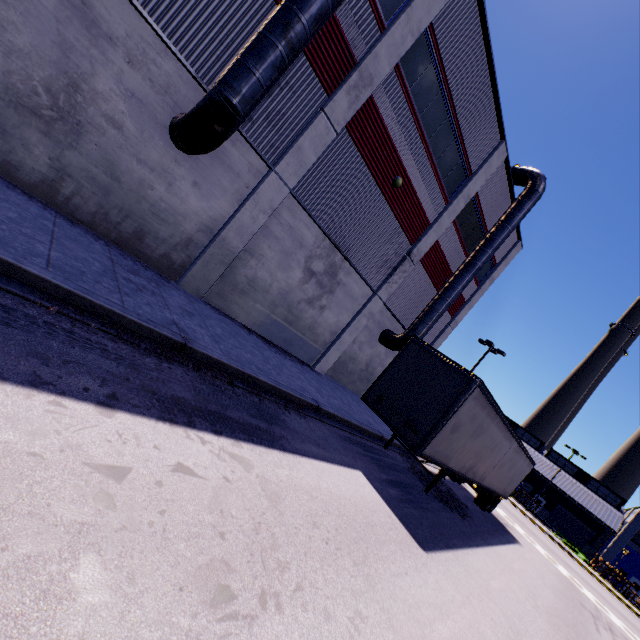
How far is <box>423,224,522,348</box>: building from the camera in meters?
21.2

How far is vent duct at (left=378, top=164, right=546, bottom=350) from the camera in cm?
1702

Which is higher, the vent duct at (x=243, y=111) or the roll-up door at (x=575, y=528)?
the vent duct at (x=243, y=111)

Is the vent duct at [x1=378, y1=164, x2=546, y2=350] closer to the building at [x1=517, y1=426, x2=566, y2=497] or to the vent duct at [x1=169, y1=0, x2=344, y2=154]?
the building at [x1=517, y1=426, x2=566, y2=497]

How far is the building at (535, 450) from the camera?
50.28m

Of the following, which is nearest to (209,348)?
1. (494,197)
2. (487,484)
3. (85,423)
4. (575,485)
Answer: (85,423)

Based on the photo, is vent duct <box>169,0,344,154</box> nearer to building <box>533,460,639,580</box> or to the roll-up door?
building <box>533,460,639,580</box>
